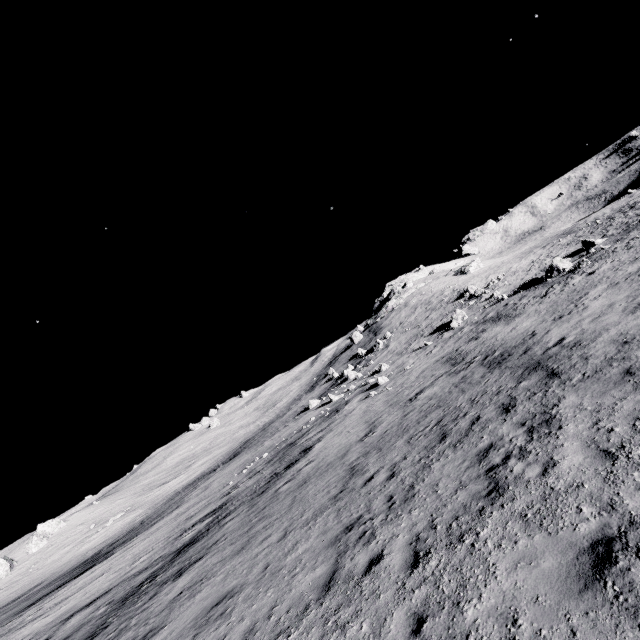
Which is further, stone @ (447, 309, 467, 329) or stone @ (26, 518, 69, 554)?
stone @ (26, 518, 69, 554)

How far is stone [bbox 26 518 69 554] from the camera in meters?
47.2

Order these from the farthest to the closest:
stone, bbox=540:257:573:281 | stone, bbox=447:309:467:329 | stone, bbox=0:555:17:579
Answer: stone, bbox=0:555:17:579 < stone, bbox=447:309:467:329 < stone, bbox=540:257:573:281

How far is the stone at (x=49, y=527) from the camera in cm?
4719

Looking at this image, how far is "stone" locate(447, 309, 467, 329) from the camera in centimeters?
3494cm

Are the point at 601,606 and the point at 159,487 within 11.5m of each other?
no

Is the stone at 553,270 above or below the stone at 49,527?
below

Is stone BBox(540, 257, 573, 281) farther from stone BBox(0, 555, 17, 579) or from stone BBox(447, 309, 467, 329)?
stone BBox(0, 555, 17, 579)
